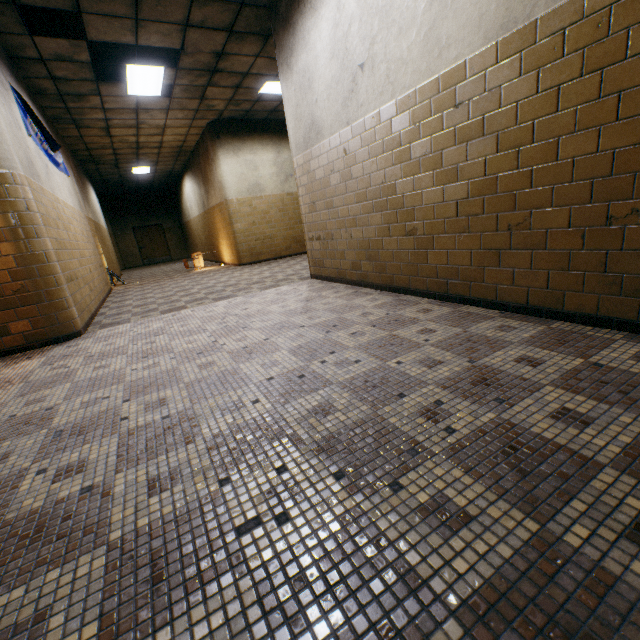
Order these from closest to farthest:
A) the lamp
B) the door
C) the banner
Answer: the banner
the lamp
the door

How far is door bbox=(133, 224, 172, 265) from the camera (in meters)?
18.73

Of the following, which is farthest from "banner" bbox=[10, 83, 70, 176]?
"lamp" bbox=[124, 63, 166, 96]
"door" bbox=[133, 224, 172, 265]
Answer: "door" bbox=[133, 224, 172, 265]

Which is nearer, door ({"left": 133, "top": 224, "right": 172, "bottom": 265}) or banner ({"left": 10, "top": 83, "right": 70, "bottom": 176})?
banner ({"left": 10, "top": 83, "right": 70, "bottom": 176})

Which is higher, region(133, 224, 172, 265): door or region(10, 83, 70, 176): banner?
region(10, 83, 70, 176): banner

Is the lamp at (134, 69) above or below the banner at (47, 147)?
above

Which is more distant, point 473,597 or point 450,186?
point 450,186

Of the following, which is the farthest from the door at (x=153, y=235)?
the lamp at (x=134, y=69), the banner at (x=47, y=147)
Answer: the lamp at (x=134, y=69)
